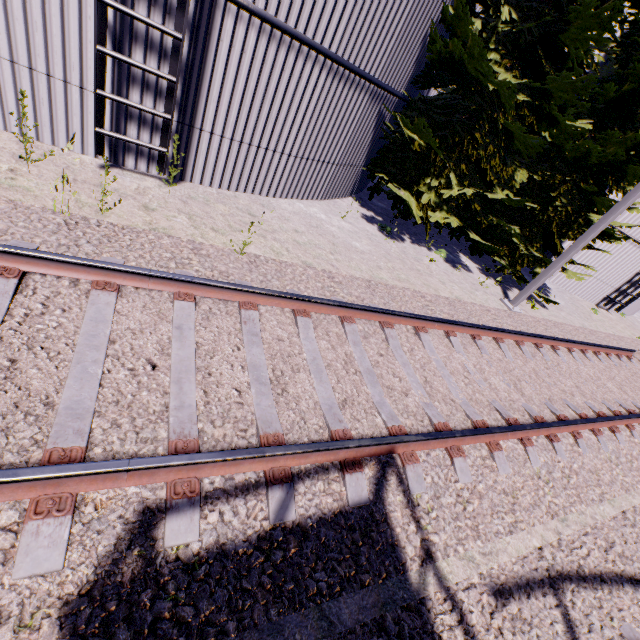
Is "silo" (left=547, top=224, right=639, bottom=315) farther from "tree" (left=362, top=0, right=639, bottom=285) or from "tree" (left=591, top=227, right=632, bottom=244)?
"tree" (left=362, top=0, right=639, bottom=285)

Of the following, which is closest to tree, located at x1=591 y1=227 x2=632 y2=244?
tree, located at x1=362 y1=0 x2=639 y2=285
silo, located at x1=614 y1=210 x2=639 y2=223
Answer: tree, located at x1=362 y1=0 x2=639 y2=285

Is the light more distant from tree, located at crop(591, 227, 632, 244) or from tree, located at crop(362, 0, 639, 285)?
tree, located at crop(362, 0, 639, 285)

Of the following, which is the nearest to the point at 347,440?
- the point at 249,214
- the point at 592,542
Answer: the point at 592,542

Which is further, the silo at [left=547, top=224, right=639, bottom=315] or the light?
the silo at [left=547, top=224, right=639, bottom=315]

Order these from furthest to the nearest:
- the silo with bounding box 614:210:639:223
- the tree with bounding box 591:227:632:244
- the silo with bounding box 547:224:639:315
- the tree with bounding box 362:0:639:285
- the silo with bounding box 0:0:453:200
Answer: the silo with bounding box 547:224:639:315 < the silo with bounding box 614:210:639:223 < the tree with bounding box 591:227:632:244 < the tree with bounding box 362:0:639:285 < the silo with bounding box 0:0:453:200

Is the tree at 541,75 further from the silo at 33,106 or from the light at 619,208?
the light at 619,208

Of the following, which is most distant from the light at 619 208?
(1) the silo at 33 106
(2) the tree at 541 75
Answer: (1) the silo at 33 106
